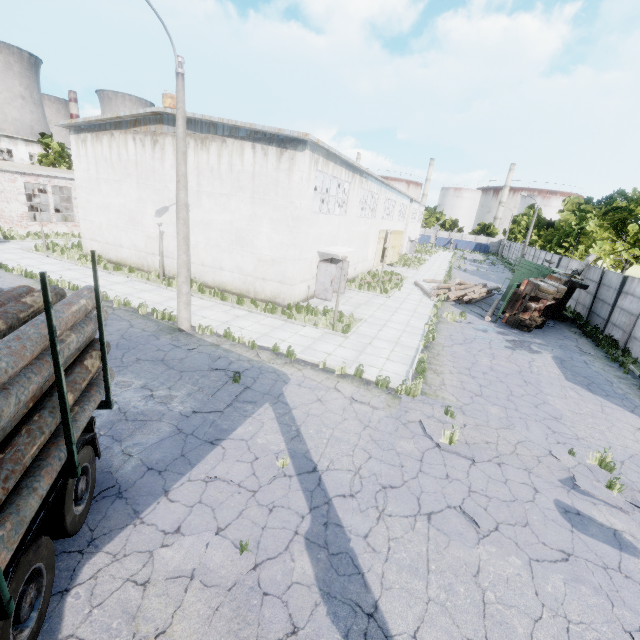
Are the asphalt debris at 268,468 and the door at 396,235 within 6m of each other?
no

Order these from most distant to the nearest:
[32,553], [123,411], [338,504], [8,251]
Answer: [8,251], [123,411], [338,504], [32,553]

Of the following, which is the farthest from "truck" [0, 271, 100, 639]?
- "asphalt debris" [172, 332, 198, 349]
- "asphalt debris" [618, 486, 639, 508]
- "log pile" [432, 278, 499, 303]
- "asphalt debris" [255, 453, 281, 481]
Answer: "log pile" [432, 278, 499, 303]

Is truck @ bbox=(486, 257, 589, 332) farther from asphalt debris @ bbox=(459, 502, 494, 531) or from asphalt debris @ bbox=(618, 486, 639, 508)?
asphalt debris @ bbox=(459, 502, 494, 531)

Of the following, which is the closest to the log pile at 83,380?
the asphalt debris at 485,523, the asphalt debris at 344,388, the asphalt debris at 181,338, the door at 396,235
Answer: the asphalt debris at 181,338

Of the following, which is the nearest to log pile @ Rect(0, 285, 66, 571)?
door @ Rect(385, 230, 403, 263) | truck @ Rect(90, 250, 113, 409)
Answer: truck @ Rect(90, 250, 113, 409)

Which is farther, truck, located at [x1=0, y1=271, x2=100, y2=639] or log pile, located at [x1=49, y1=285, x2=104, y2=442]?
log pile, located at [x1=49, y1=285, x2=104, y2=442]

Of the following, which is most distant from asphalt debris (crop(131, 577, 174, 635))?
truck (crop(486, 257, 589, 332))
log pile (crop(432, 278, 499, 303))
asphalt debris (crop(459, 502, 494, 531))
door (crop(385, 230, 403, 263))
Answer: door (crop(385, 230, 403, 263))
